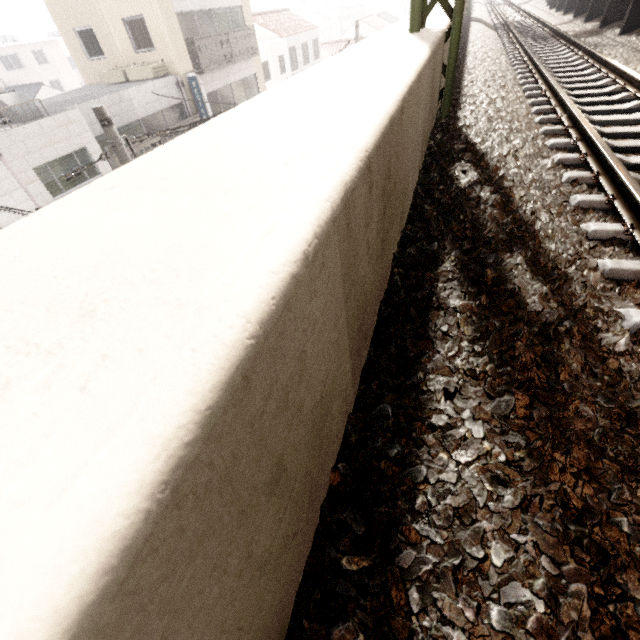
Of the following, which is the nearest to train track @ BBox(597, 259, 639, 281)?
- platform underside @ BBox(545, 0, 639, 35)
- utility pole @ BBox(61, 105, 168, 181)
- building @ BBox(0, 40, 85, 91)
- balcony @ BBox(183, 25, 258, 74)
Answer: platform underside @ BBox(545, 0, 639, 35)

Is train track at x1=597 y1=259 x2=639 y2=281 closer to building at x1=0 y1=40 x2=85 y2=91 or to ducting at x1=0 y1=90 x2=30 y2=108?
ducting at x1=0 y1=90 x2=30 y2=108

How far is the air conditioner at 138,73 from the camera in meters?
13.9

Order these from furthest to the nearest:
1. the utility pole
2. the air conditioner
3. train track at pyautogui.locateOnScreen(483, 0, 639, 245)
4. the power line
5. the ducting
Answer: the air conditioner < the ducting < the utility pole < the power line < train track at pyautogui.locateOnScreen(483, 0, 639, 245)

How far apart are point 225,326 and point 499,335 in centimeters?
144cm

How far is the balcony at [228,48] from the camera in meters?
14.7 m

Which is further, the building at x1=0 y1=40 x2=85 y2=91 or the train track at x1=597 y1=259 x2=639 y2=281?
the building at x1=0 y1=40 x2=85 y2=91

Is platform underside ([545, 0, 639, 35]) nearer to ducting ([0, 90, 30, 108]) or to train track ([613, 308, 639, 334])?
train track ([613, 308, 639, 334])
